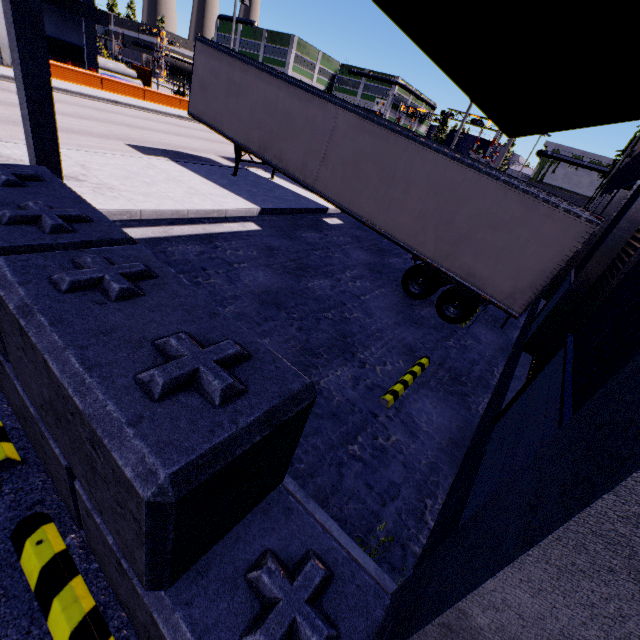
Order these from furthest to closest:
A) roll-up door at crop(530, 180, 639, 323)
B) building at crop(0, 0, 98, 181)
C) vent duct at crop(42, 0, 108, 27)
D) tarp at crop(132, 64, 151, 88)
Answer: tarp at crop(132, 64, 151, 88) < vent duct at crop(42, 0, 108, 27) < roll-up door at crop(530, 180, 639, 323) < building at crop(0, 0, 98, 181)

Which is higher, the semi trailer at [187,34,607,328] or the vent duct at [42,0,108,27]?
the vent duct at [42,0,108,27]

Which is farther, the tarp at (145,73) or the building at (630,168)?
the tarp at (145,73)

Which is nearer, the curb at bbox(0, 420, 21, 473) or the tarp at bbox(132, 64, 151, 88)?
the curb at bbox(0, 420, 21, 473)

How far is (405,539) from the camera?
4.05m

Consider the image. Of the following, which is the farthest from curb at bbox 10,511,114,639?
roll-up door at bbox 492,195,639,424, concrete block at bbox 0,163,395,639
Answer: roll-up door at bbox 492,195,639,424

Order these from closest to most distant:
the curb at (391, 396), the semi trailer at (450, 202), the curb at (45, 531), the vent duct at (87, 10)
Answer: the curb at (45, 531) < the curb at (391, 396) < the semi trailer at (450, 202) < the vent duct at (87, 10)

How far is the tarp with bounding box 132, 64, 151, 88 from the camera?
39.3 meters
